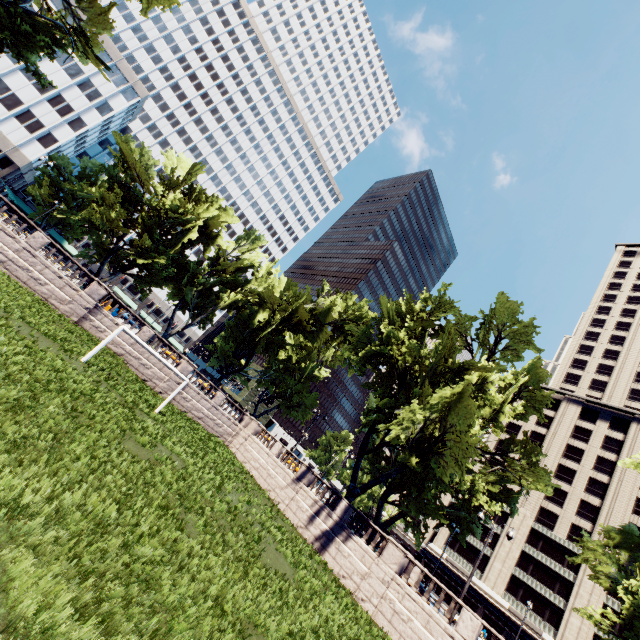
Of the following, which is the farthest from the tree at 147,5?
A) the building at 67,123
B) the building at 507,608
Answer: the building at 507,608

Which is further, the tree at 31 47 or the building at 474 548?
the building at 474 548

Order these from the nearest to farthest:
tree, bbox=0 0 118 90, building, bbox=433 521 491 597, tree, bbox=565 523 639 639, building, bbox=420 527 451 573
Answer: tree, bbox=565 523 639 639 < tree, bbox=0 0 118 90 < building, bbox=433 521 491 597 < building, bbox=420 527 451 573

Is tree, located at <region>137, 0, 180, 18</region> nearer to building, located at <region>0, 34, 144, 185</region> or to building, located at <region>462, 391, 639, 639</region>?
building, located at <region>0, 34, 144, 185</region>

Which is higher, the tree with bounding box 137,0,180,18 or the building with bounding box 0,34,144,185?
the tree with bounding box 137,0,180,18

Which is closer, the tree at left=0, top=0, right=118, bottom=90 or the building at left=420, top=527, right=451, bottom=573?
the tree at left=0, top=0, right=118, bottom=90

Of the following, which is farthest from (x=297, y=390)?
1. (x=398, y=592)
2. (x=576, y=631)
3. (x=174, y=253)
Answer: (x=576, y=631)
